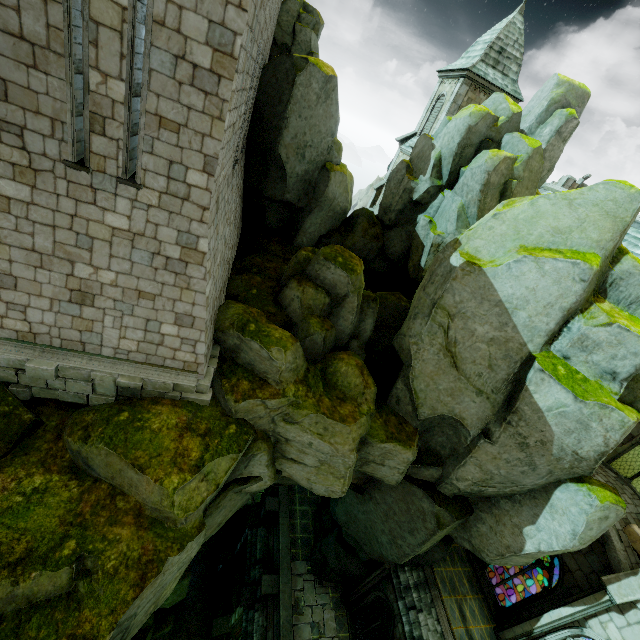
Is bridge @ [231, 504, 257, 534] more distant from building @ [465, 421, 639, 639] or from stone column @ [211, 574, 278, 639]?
building @ [465, 421, 639, 639]

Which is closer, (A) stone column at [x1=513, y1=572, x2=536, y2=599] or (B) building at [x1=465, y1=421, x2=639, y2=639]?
(B) building at [x1=465, y1=421, x2=639, y2=639]

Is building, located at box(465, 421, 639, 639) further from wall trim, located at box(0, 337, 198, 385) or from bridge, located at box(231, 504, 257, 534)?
wall trim, located at box(0, 337, 198, 385)

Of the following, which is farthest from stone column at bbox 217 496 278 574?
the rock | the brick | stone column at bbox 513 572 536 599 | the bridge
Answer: stone column at bbox 513 572 536 599

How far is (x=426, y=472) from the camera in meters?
12.4

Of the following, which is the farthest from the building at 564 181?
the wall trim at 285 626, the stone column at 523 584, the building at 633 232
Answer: the stone column at 523 584

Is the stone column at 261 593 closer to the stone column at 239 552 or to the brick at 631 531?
the stone column at 239 552

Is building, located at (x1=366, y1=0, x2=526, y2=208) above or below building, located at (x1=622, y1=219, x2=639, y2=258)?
above
